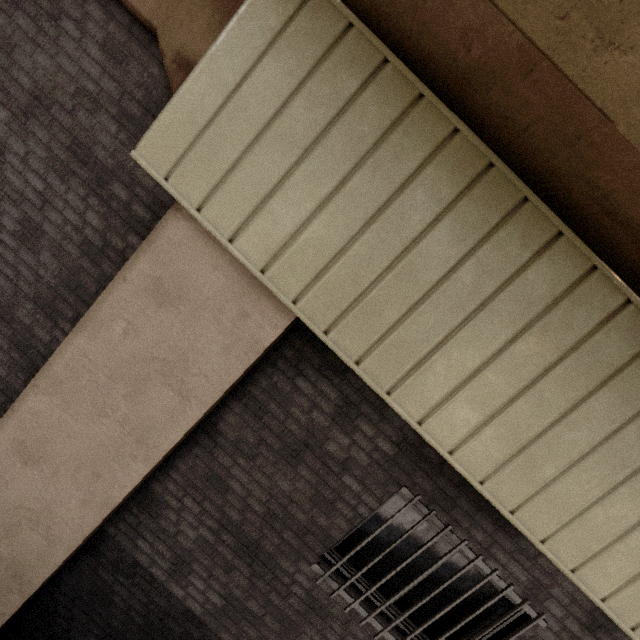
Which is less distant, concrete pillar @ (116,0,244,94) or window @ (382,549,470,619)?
concrete pillar @ (116,0,244,94)

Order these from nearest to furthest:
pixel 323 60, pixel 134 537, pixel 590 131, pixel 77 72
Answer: pixel 590 131 → pixel 323 60 → pixel 77 72 → pixel 134 537

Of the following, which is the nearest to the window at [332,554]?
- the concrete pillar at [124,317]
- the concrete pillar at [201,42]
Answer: the concrete pillar at [124,317]

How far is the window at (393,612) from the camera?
3.2m

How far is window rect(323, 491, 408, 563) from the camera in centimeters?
316cm

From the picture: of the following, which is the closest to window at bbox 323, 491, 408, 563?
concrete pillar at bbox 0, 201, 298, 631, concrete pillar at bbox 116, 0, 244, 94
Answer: concrete pillar at bbox 0, 201, 298, 631
